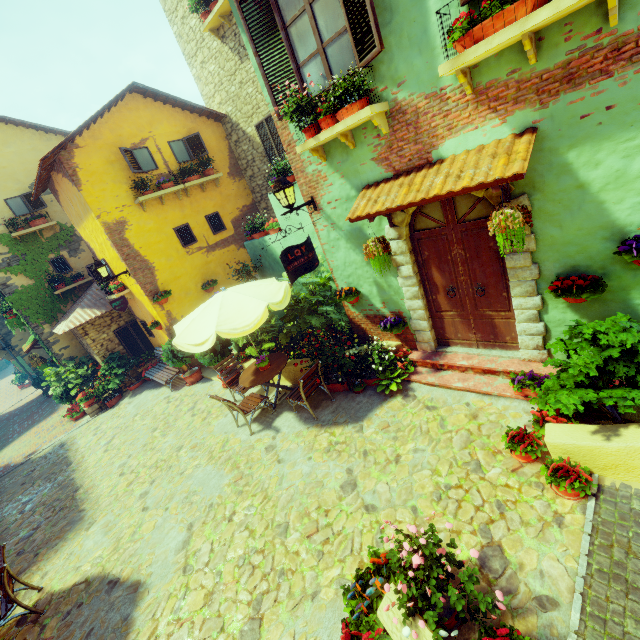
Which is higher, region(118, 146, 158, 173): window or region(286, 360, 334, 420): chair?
region(118, 146, 158, 173): window

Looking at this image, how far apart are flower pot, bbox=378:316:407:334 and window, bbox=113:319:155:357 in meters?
10.7

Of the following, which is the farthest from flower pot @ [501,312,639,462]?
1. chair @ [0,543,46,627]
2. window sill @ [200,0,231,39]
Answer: window sill @ [200,0,231,39]

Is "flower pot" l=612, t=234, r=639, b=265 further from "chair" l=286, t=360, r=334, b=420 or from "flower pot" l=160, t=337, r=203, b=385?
"flower pot" l=160, t=337, r=203, b=385

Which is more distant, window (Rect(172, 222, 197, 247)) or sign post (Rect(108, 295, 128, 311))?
window (Rect(172, 222, 197, 247))

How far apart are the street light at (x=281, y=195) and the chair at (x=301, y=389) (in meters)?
2.71

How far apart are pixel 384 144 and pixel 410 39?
1.20m

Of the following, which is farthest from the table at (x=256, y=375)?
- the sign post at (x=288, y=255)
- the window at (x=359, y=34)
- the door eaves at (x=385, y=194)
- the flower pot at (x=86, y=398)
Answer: the flower pot at (x=86, y=398)
